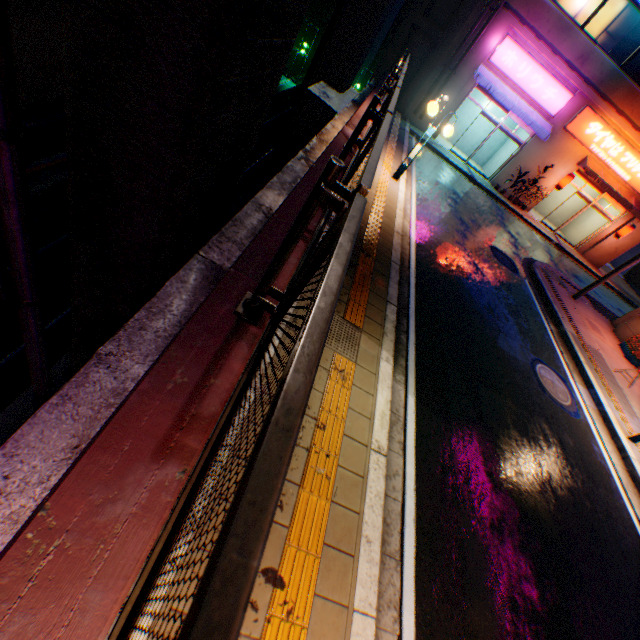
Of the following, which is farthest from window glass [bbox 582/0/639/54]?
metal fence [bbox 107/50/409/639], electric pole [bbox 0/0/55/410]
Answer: electric pole [bbox 0/0/55/410]

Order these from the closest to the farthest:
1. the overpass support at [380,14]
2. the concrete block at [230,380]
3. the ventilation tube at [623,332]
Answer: the concrete block at [230,380]
the ventilation tube at [623,332]
the overpass support at [380,14]

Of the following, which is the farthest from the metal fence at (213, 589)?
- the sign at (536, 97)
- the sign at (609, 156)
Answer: the sign at (609, 156)

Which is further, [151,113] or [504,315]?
[504,315]

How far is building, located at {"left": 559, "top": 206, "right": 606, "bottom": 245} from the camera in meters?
20.6 m

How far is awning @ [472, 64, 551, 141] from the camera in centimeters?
1598cm

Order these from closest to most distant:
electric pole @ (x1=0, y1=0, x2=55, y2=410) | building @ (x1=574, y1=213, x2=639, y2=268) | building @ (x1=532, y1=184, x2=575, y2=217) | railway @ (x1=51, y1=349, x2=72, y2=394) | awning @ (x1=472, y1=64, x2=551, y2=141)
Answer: electric pole @ (x1=0, y1=0, x2=55, y2=410)
railway @ (x1=51, y1=349, x2=72, y2=394)
awning @ (x1=472, y1=64, x2=551, y2=141)
building @ (x1=574, y1=213, x2=639, y2=268)
building @ (x1=532, y1=184, x2=575, y2=217)

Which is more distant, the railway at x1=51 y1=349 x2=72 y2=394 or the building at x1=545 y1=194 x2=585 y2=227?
the building at x1=545 y1=194 x2=585 y2=227
